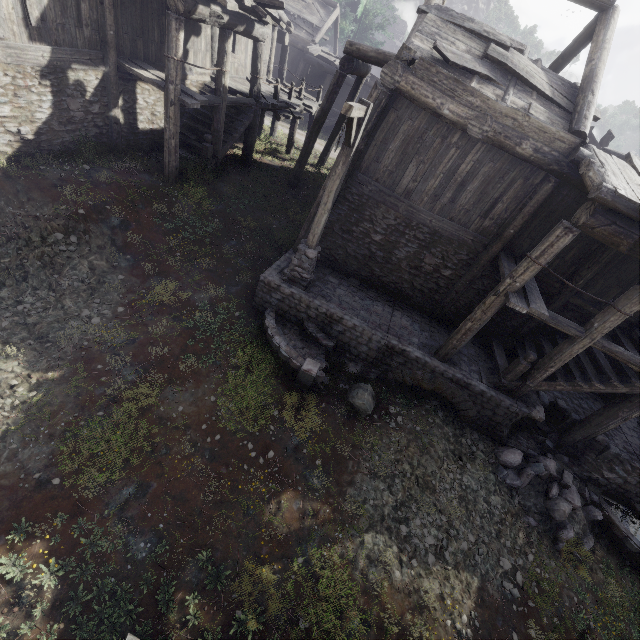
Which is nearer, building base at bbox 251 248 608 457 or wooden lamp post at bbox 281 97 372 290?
wooden lamp post at bbox 281 97 372 290

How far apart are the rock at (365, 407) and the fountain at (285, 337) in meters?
0.3 m

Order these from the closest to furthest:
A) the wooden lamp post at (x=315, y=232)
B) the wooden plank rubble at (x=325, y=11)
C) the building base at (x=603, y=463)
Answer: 1. the wooden lamp post at (x=315, y=232)
2. the building base at (x=603, y=463)
3. the wooden plank rubble at (x=325, y=11)

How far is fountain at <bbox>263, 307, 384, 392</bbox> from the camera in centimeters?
841cm

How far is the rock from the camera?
8.52m

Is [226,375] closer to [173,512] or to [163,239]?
[173,512]

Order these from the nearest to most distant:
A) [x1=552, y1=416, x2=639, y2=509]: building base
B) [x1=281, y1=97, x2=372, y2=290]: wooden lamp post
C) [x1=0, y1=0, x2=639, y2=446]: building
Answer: [x1=281, y1=97, x2=372, y2=290]: wooden lamp post
[x1=0, y1=0, x2=639, y2=446]: building
[x1=552, y1=416, x2=639, y2=509]: building base

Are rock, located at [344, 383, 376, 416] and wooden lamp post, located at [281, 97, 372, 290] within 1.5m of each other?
no
